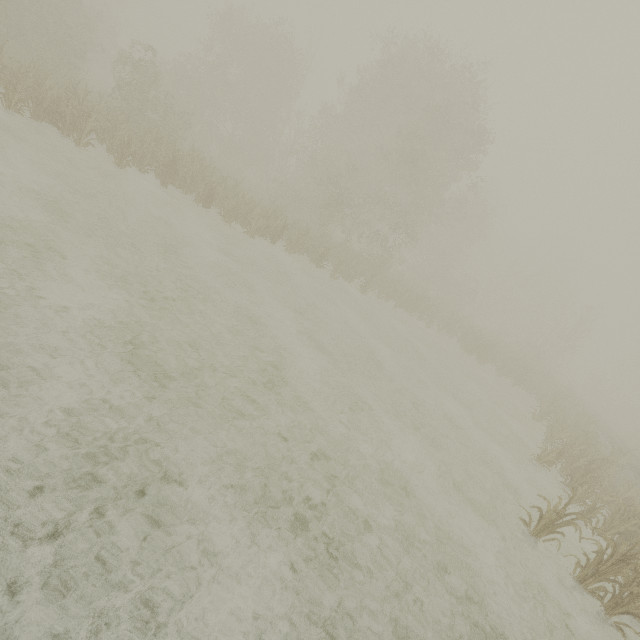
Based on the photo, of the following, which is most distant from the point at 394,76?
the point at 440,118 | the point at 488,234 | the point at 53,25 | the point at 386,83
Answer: the point at 488,234
